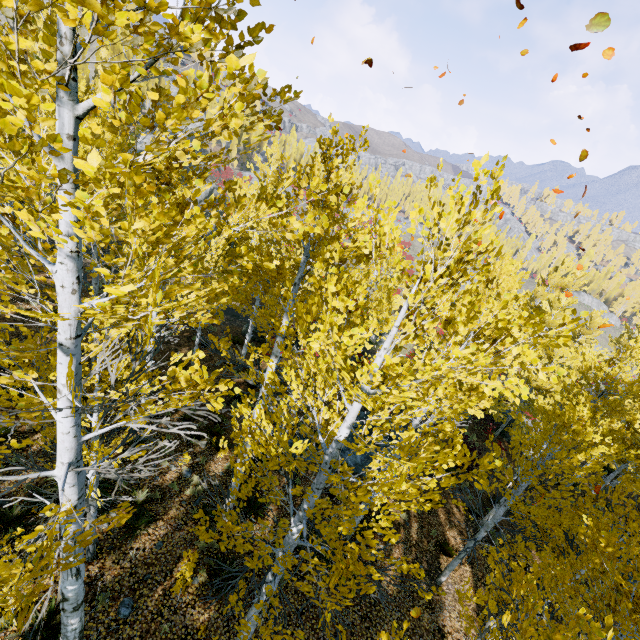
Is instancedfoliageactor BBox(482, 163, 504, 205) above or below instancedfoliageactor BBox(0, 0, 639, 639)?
above

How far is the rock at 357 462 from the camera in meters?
13.7

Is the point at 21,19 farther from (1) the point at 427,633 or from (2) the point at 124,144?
(1) the point at 427,633

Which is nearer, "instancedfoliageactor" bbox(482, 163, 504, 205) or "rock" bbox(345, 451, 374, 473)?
"instancedfoliageactor" bbox(482, 163, 504, 205)

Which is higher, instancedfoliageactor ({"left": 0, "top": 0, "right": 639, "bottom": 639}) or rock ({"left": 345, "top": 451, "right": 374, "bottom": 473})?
instancedfoliageactor ({"left": 0, "top": 0, "right": 639, "bottom": 639})

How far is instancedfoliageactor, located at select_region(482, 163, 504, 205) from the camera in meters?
2.1

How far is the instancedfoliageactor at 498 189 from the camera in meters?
2.1 m

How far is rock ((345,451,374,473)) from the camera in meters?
13.7 m
